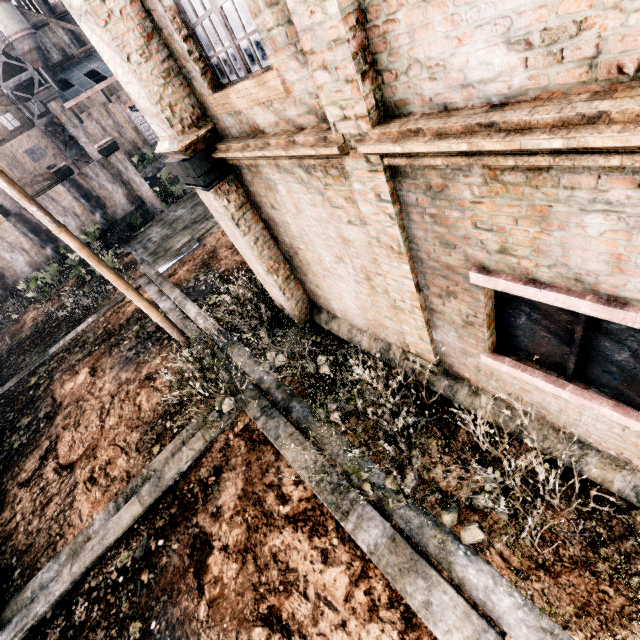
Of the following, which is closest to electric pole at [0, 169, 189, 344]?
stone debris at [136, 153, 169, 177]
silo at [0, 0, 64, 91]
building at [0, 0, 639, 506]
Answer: building at [0, 0, 639, 506]

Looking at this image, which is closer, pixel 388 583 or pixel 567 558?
pixel 567 558

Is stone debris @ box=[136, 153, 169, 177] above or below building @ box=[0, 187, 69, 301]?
below

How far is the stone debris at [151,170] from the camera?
43.7 meters

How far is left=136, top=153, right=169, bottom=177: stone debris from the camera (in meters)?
43.66

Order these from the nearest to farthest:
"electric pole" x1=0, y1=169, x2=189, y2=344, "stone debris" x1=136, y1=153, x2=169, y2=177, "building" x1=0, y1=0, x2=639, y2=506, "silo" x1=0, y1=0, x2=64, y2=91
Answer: "building" x1=0, y1=0, x2=639, y2=506 < "electric pole" x1=0, y1=169, x2=189, y2=344 < "silo" x1=0, y1=0, x2=64, y2=91 < "stone debris" x1=136, y1=153, x2=169, y2=177

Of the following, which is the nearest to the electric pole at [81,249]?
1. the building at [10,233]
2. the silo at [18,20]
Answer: the building at [10,233]

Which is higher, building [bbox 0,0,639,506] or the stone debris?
building [bbox 0,0,639,506]
